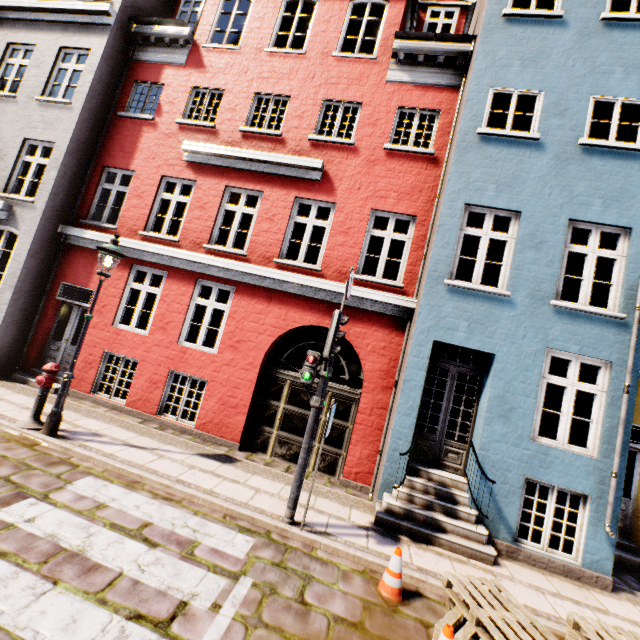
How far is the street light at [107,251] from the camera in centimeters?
580cm

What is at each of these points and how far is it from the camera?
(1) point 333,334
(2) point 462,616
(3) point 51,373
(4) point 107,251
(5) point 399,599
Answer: (1) traffic light, 4.9m
(2) pallet, 3.6m
(3) hydrant, 6.1m
(4) street light, 6.0m
(5) traffic cone, 4.0m

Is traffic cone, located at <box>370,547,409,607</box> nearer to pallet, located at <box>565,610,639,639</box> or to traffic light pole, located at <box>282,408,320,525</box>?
pallet, located at <box>565,610,639,639</box>

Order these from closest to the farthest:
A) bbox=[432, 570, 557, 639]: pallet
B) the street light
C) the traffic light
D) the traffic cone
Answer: bbox=[432, 570, 557, 639]: pallet → the traffic cone → the traffic light → the street light

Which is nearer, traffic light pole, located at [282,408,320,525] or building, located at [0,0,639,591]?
traffic light pole, located at [282,408,320,525]

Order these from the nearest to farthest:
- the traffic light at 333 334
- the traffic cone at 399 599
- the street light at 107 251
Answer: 1. the traffic cone at 399 599
2. the traffic light at 333 334
3. the street light at 107 251

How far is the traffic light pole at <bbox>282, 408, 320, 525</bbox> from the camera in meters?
4.9 m

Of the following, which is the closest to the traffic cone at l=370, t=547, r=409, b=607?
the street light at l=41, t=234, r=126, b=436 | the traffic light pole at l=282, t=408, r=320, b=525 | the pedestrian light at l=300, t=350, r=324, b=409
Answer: the traffic light pole at l=282, t=408, r=320, b=525
